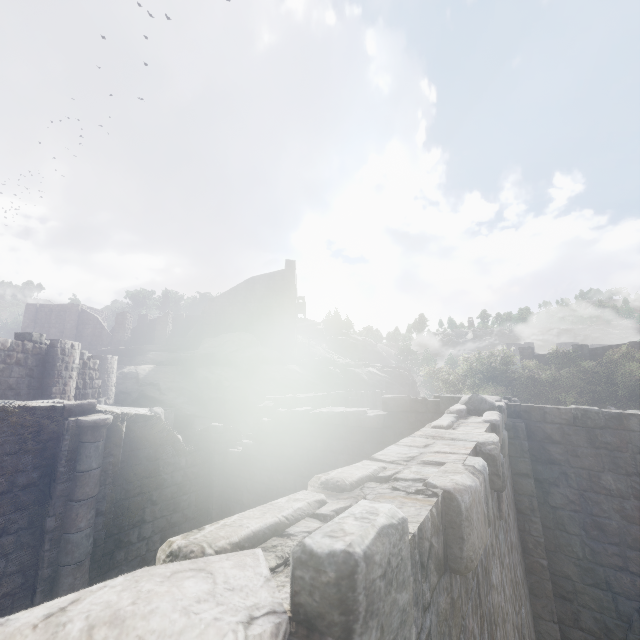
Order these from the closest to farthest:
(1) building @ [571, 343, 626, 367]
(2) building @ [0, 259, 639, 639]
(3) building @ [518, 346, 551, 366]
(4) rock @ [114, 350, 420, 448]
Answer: (2) building @ [0, 259, 639, 639], (4) rock @ [114, 350, 420, 448], (1) building @ [571, 343, 626, 367], (3) building @ [518, 346, 551, 366]

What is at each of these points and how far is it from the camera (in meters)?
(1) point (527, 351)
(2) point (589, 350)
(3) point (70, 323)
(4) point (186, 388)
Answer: (1) building, 36.66
(2) building, 32.94
(3) building, 36.47
(4) rock, 28.38

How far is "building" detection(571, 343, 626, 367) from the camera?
31.8m

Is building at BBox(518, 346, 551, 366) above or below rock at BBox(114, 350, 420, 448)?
above

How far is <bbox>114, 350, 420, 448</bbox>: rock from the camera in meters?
26.4

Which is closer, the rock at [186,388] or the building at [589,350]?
the rock at [186,388]
